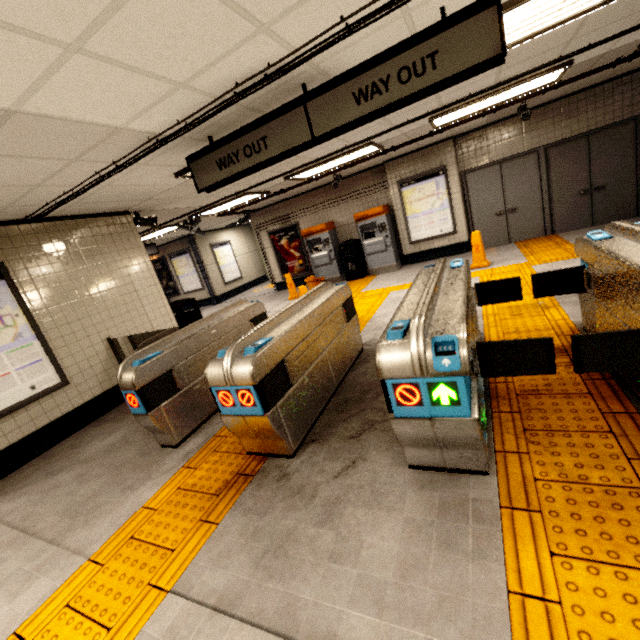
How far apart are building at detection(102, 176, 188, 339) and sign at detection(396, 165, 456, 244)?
5.77m

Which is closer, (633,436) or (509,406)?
(633,436)

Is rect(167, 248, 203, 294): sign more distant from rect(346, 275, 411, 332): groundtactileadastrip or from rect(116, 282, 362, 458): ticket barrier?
rect(116, 282, 362, 458): ticket barrier

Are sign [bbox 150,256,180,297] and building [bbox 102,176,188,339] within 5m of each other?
no

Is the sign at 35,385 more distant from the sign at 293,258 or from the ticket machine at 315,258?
the sign at 293,258

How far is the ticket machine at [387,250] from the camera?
9.1 meters

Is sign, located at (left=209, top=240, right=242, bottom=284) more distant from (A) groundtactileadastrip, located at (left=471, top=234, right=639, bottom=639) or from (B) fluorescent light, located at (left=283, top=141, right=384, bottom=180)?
(B) fluorescent light, located at (left=283, top=141, right=384, bottom=180)

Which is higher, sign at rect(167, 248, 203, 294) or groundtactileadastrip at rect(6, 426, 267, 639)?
sign at rect(167, 248, 203, 294)
